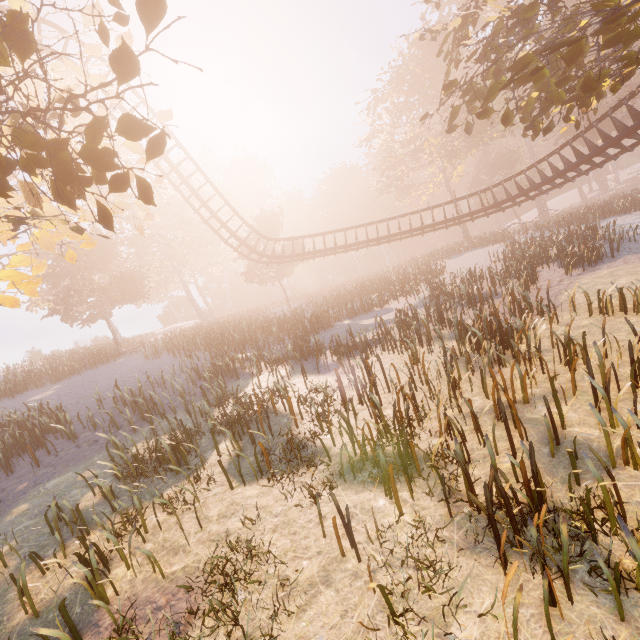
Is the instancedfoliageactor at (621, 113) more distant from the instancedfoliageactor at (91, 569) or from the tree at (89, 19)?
the instancedfoliageactor at (91, 569)

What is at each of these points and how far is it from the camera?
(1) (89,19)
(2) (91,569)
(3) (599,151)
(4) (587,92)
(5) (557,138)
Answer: (1) tree, 5.2 meters
(2) instancedfoliageactor, 5.6 meters
(3) roller coaster, 16.0 meters
(4) tree, 8.7 meters
(5) instancedfoliageactor, 43.5 meters

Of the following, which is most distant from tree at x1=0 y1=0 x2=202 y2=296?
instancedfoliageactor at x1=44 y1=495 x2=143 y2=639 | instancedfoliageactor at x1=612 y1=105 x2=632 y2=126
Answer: instancedfoliageactor at x1=612 y1=105 x2=632 y2=126

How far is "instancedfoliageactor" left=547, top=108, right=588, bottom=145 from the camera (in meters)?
40.56

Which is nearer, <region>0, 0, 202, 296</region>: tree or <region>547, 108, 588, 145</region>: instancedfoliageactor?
<region>0, 0, 202, 296</region>: tree

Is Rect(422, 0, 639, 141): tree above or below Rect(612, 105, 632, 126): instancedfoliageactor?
below

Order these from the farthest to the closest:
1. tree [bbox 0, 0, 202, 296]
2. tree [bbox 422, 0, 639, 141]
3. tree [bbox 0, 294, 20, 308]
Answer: tree [bbox 422, 0, 639, 141] → tree [bbox 0, 294, 20, 308] → tree [bbox 0, 0, 202, 296]

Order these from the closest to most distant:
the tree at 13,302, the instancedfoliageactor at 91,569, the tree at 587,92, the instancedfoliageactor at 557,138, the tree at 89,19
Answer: the tree at 89,19 → the instancedfoliageactor at 91,569 → the tree at 13,302 → the tree at 587,92 → the instancedfoliageactor at 557,138
